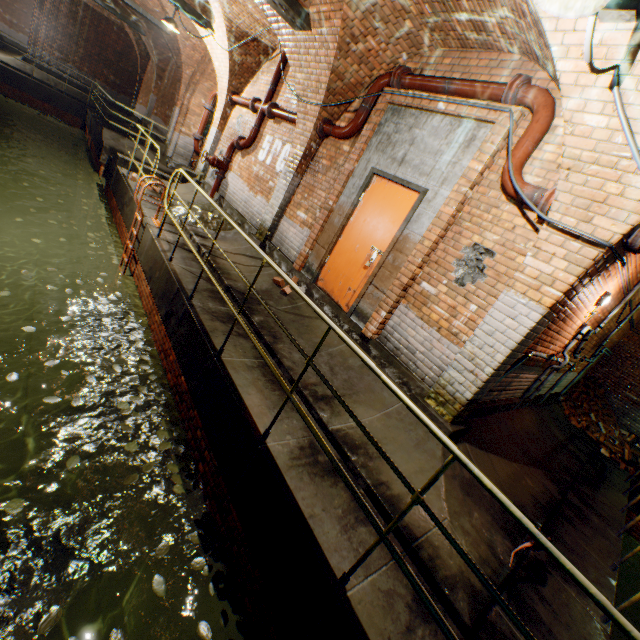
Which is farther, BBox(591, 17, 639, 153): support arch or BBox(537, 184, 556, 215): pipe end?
BBox(537, 184, 556, 215): pipe end

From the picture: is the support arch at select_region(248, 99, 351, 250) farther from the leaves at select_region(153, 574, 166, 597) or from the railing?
the leaves at select_region(153, 574, 166, 597)

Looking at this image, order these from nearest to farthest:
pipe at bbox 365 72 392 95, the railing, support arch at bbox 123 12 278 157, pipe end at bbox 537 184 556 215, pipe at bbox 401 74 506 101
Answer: the railing, pipe end at bbox 537 184 556 215, pipe at bbox 401 74 506 101, pipe at bbox 365 72 392 95, support arch at bbox 123 12 278 157

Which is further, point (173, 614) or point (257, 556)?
point (173, 614)

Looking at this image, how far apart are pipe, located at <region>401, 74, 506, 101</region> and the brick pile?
9.37m

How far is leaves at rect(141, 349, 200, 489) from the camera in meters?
3.6 m

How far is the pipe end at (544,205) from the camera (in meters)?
3.31

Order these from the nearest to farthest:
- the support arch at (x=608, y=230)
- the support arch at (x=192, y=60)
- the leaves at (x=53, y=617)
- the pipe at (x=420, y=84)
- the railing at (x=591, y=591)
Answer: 1. the railing at (x=591, y=591)
2. the leaves at (x=53, y=617)
3. the support arch at (x=608, y=230)
4. the pipe at (x=420, y=84)
5. the support arch at (x=192, y=60)
